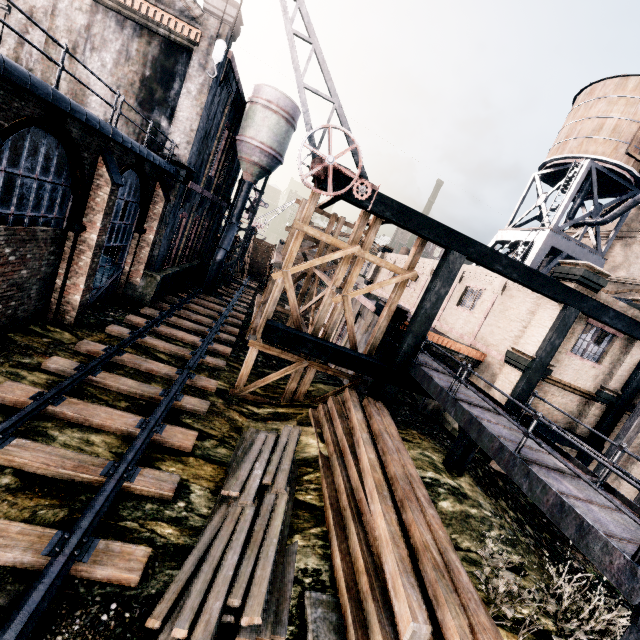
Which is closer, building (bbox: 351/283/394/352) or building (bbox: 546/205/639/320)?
building (bbox: 546/205/639/320)

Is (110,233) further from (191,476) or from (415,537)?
(415,537)

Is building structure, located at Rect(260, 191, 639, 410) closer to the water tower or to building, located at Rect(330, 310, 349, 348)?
building, located at Rect(330, 310, 349, 348)

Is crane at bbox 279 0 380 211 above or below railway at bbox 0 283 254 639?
above

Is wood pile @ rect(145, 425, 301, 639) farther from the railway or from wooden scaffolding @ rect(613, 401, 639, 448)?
wooden scaffolding @ rect(613, 401, 639, 448)

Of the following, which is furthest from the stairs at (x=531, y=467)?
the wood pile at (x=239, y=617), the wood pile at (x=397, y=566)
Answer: the wood pile at (x=239, y=617)

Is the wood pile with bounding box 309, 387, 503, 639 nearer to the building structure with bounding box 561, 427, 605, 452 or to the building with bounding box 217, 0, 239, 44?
the building structure with bounding box 561, 427, 605, 452

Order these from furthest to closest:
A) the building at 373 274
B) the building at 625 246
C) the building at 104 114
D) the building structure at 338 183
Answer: the building at 373 274, the building at 625 246, the building structure at 338 183, the building at 104 114
